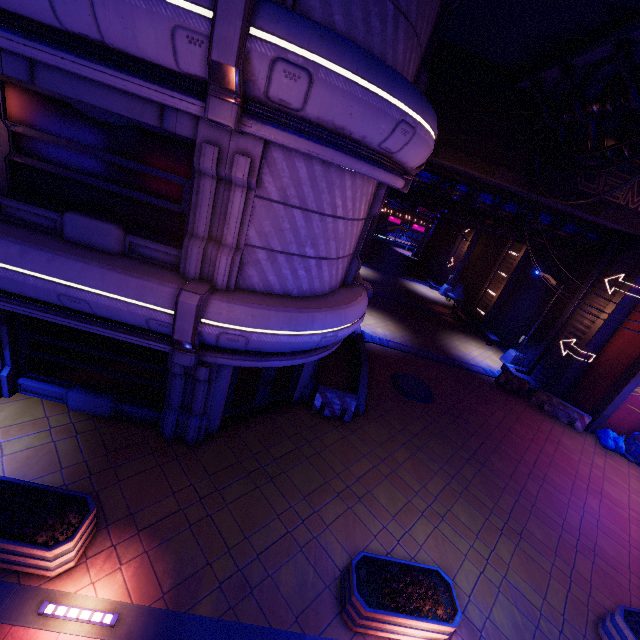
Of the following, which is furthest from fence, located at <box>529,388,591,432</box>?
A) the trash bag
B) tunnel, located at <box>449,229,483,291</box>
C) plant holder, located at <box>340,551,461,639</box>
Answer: tunnel, located at <box>449,229,483,291</box>

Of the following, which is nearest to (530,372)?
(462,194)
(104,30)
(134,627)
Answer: (462,194)

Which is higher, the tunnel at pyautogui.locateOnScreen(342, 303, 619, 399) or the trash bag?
the tunnel at pyautogui.locateOnScreen(342, 303, 619, 399)

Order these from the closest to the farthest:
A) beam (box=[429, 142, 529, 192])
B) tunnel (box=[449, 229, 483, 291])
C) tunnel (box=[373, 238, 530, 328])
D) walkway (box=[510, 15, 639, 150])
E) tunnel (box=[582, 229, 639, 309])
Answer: walkway (box=[510, 15, 639, 150]) < beam (box=[429, 142, 529, 192]) < tunnel (box=[582, 229, 639, 309]) < tunnel (box=[373, 238, 530, 328]) < tunnel (box=[449, 229, 483, 291])

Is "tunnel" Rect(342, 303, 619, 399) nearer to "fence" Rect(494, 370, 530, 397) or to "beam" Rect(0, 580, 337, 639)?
"fence" Rect(494, 370, 530, 397)

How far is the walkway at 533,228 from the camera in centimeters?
1621cm

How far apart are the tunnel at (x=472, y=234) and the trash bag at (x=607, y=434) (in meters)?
19.56

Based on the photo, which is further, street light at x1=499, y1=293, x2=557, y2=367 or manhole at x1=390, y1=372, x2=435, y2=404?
street light at x1=499, y1=293, x2=557, y2=367
